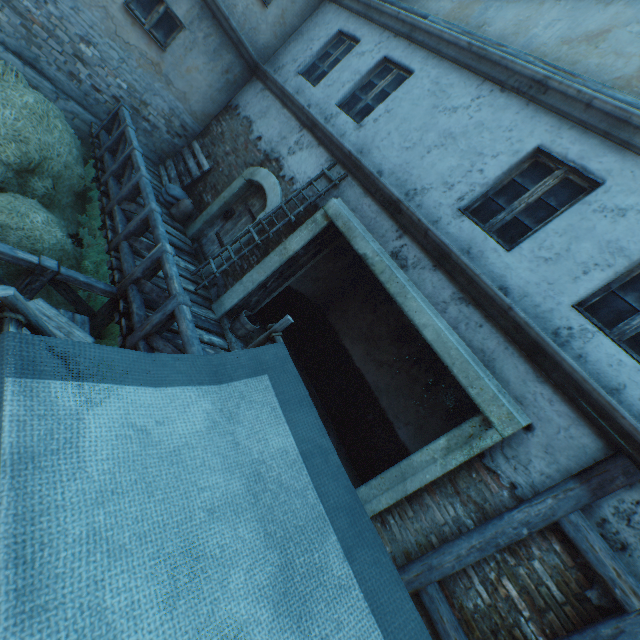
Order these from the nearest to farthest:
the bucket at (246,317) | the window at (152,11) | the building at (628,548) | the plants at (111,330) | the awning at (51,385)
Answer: the awning at (51,385)
the building at (628,548)
the plants at (111,330)
the bucket at (246,317)
the window at (152,11)

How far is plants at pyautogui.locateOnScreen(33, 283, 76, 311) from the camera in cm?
464

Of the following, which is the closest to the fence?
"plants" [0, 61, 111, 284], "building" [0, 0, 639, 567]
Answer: "plants" [0, 61, 111, 284]

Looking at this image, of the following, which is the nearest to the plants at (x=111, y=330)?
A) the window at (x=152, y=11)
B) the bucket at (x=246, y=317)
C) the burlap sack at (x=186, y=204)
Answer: the burlap sack at (x=186, y=204)

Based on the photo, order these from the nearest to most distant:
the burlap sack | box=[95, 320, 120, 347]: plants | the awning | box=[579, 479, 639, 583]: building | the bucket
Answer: the awning, box=[579, 479, 639, 583]: building, box=[95, 320, 120, 347]: plants, the bucket, the burlap sack

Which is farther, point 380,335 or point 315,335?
point 315,335

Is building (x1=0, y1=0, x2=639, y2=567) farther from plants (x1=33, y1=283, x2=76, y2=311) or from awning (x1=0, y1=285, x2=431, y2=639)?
awning (x1=0, y1=285, x2=431, y2=639)

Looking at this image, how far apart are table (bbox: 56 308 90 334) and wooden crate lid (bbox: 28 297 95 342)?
0.0m
